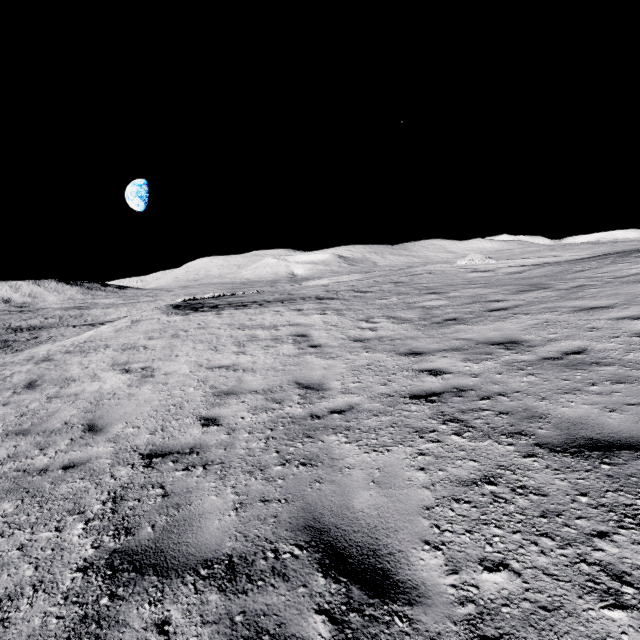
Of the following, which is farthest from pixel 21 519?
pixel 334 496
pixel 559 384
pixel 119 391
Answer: pixel 559 384
